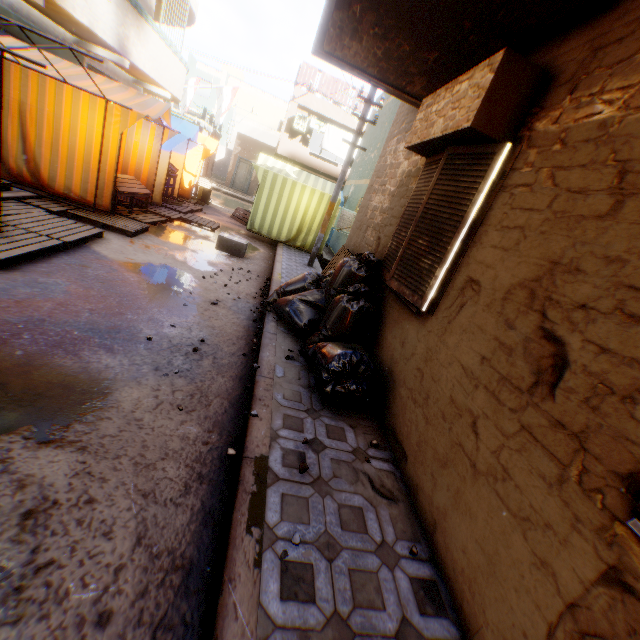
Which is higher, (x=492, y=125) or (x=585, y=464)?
(x=492, y=125)

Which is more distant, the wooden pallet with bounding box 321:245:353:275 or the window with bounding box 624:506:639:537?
the wooden pallet with bounding box 321:245:353:275

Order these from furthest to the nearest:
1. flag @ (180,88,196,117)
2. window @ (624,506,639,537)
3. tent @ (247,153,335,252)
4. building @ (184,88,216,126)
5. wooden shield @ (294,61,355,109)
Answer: building @ (184,88,216,126), wooden shield @ (294,61,355,109), flag @ (180,88,196,117), tent @ (247,153,335,252), window @ (624,506,639,537)

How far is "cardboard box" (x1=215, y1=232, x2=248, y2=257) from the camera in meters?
8.1 m

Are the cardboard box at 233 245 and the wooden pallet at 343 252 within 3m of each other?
yes

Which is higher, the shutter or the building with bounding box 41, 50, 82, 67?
the building with bounding box 41, 50, 82, 67

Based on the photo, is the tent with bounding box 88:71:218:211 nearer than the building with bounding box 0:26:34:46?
Yes

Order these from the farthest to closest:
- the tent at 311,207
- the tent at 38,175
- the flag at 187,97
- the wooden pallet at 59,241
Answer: the flag at 187,97 < the tent at 311,207 < the tent at 38,175 < the wooden pallet at 59,241
